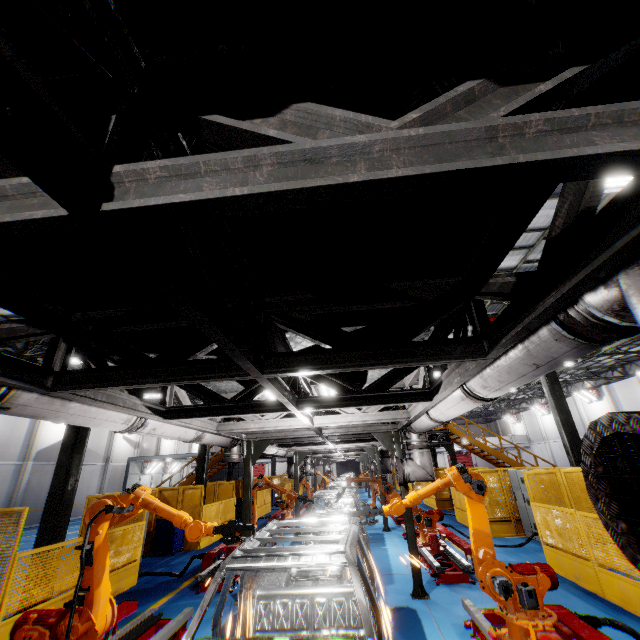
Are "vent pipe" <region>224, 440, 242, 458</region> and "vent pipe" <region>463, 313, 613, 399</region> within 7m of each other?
yes

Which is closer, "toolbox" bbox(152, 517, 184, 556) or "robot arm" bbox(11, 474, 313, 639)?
"robot arm" bbox(11, 474, 313, 639)

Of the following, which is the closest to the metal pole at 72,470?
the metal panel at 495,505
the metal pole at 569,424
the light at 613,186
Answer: the metal panel at 495,505

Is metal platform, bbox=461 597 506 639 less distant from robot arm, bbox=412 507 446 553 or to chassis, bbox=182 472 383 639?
robot arm, bbox=412 507 446 553

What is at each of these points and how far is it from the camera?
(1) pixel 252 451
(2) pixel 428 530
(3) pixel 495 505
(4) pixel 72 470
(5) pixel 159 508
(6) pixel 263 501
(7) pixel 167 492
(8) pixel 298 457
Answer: (1) metal pole, 8.5m
(2) robot arm, 9.4m
(3) metal panel, 12.2m
(4) metal pole, 8.2m
(5) robot arm, 4.3m
(6) metal panel, 21.7m
(7) metal panel, 13.4m
(8) metal pole, 15.5m

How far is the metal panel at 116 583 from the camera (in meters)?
8.09

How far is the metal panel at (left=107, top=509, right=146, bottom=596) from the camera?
8.09m

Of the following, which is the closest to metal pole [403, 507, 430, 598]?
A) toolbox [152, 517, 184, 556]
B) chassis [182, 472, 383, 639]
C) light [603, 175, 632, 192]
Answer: chassis [182, 472, 383, 639]
